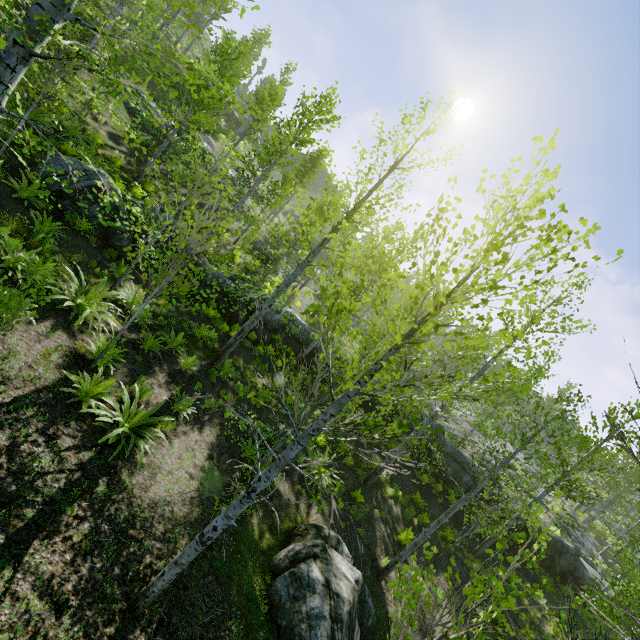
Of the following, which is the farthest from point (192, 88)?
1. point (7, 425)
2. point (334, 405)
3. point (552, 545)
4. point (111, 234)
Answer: point (552, 545)

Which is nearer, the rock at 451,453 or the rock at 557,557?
the rock at 557,557

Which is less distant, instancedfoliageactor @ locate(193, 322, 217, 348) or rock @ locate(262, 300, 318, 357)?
instancedfoliageactor @ locate(193, 322, 217, 348)

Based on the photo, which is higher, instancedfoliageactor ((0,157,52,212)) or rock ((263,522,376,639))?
instancedfoliageactor ((0,157,52,212))

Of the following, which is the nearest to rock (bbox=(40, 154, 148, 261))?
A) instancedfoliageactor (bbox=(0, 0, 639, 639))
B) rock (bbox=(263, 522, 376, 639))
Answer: instancedfoliageactor (bbox=(0, 0, 639, 639))

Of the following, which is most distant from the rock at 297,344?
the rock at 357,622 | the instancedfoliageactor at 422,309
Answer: the rock at 357,622
